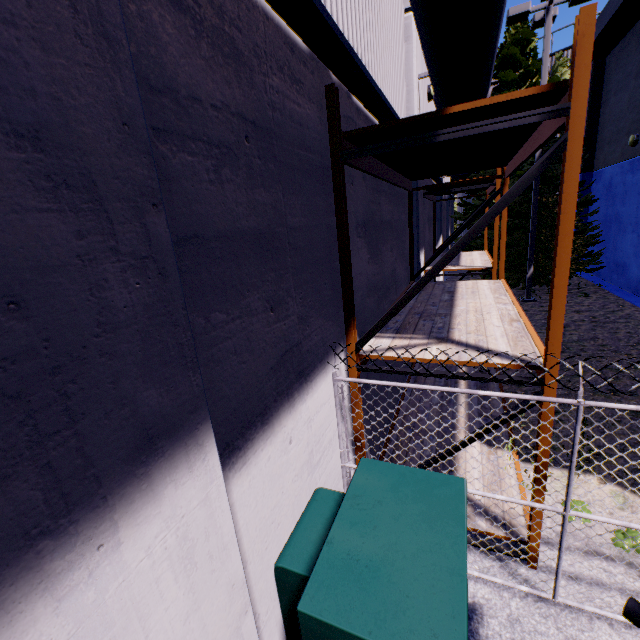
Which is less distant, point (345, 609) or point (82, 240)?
point (82, 240)

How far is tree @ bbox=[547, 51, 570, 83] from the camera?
12.4m

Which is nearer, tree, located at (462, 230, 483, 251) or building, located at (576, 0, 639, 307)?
building, located at (576, 0, 639, 307)

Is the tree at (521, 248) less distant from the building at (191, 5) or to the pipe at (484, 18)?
the building at (191, 5)

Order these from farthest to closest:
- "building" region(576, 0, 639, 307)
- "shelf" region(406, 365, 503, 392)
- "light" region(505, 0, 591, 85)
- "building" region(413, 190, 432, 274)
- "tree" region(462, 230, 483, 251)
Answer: "tree" region(462, 230, 483, 251) → "building" region(576, 0, 639, 307) → "light" region(505, 0, 591, 85) → "building" region(413, 190, 432, 274) → "shelf" region(406, 365, 503, 392)

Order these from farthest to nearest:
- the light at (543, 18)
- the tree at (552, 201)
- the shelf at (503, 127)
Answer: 1. the tree at (552, 201)
2. the light at (543, 18)
3. the shelf at (503, 127)

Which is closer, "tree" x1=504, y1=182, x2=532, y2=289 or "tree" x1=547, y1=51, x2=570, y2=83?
"tree" x1=547, y1=51, x2=570, y2=83
